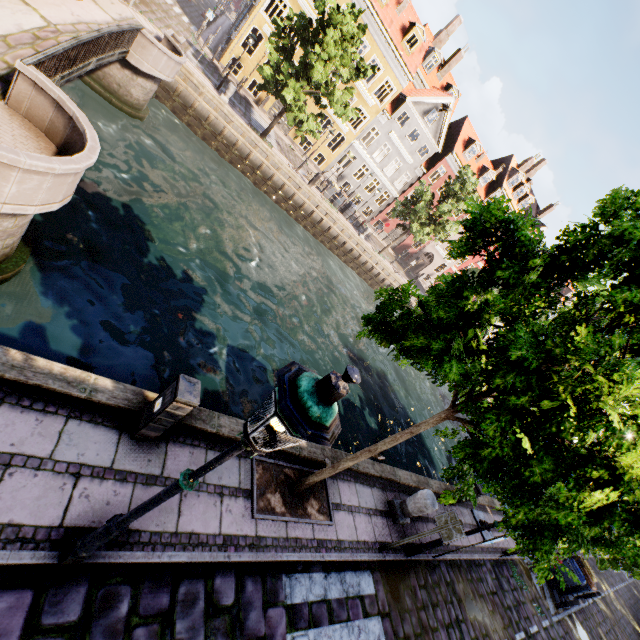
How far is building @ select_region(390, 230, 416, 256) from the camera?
39.0 meters

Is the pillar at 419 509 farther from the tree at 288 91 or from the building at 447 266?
the building at 447 266

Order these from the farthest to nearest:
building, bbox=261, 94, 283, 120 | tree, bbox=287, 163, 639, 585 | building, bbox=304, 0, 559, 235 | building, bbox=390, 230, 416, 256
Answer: A: building, bbox=390, 230, 416, 256, building, bbox=261, 94, 283, 120, building, bbox=304, 0, 559, 235, tree, bbox=287, 163, 639, 585

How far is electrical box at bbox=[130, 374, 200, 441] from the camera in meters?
4.0

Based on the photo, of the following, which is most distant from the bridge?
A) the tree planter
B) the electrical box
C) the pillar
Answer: the pillar

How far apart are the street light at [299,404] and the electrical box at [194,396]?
1.2m

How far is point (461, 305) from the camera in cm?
349

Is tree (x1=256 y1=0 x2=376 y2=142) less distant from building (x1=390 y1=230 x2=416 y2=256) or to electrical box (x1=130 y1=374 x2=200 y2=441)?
electrical box (x1=130 y1=374 x2=200 y2=441)
